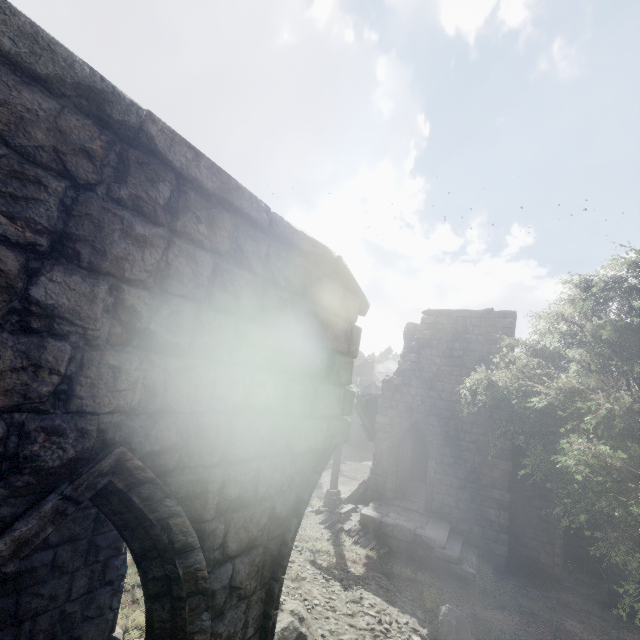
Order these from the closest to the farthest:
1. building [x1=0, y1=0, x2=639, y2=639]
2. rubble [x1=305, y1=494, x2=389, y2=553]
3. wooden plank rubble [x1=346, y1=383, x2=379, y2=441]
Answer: building [x1=0, y1=0, x2=639, y2=639], rubble [x1=305, y1=494, x2=389, y2=553], wooden plank rubble [x1=346, y1=383, x2=379, y2=441]

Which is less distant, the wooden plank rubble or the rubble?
the rubble

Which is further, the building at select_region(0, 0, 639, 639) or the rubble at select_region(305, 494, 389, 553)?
the rubble at select_region(305, 494, 389, 553)

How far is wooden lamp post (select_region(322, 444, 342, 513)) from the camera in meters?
15.2 m

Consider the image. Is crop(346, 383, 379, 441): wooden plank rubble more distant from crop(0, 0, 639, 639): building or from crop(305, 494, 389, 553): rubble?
crop(305, 494, 389, 553): rubble

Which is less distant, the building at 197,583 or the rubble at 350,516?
the building at 197,583

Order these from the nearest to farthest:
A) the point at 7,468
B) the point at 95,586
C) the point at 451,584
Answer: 1. the point at 7,468
2. the point at 95,586
3. the point at 451,584

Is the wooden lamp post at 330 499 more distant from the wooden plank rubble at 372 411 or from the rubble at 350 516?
the wooden plank rubble at 372 411
